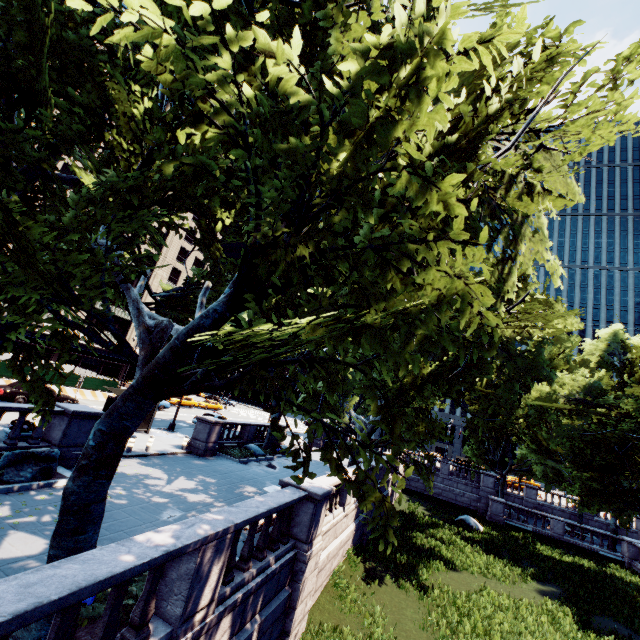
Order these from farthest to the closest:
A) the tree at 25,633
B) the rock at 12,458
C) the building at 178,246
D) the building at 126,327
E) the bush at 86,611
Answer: the building at 178,246 → the building at 126,327 → the rock at 12,458 → the bush at 86,611 → the tree at 25,633

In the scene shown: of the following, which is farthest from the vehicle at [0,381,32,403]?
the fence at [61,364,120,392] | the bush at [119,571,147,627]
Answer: the bush at [119,571,147,627]

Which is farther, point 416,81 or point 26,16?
point 26,16

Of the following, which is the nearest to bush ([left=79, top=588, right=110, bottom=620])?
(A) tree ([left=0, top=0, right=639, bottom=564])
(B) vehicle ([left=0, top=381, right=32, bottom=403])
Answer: (A) tree ([left=0, top=0, right=639, bottom=564])

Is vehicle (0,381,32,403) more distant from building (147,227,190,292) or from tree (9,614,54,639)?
building (147,227,190,292)

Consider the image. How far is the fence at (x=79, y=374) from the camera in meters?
29.4

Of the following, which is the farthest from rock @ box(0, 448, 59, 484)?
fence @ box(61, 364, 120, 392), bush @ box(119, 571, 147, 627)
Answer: fence @ box(61, 364, 120, 392)

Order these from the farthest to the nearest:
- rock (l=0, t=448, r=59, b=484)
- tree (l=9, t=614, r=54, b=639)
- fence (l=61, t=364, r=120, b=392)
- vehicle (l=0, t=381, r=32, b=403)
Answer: fence (l=61, t=364, r=120, b=392) → vehicle (l=0, t=381, r=32, b=403) → rock (l=0, t=448, r=59, b=484) → tree (l=9, t=614, r=54, b=639)
